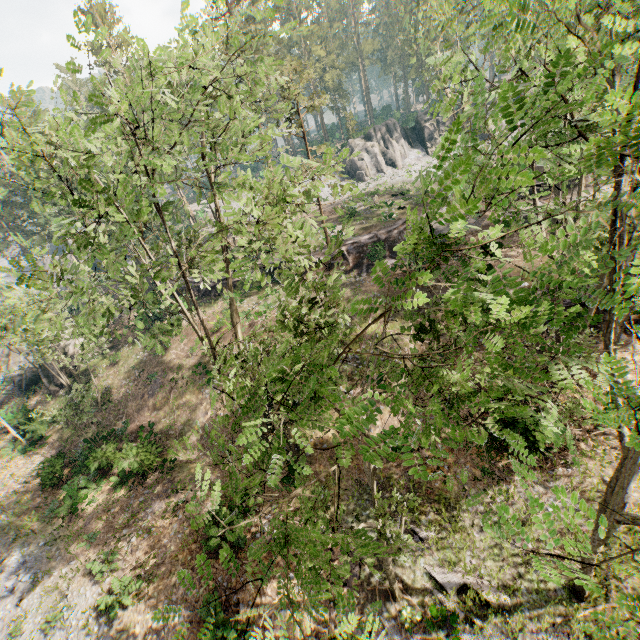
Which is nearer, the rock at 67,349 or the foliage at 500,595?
the foliage at 500,595

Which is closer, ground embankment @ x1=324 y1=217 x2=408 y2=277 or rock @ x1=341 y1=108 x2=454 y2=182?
ground embankment @ x1=324 y1=217 x2=408 y2=277

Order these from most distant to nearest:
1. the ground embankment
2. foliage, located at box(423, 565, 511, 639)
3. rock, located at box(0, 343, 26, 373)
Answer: rock, located at box(0, 343, 26, 373), the ground embankment, foliage, located at box(423, 565, 511, 639)

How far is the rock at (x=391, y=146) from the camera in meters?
46.7

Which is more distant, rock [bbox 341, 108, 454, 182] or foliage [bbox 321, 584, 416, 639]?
rock [bbox 341, 108, 454, 182]

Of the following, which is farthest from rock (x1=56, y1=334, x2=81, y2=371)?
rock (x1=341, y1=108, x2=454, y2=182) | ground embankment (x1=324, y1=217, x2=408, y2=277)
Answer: rock (x1=341, y1=108, x2=454, y2=182)

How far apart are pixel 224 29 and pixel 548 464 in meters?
22.2

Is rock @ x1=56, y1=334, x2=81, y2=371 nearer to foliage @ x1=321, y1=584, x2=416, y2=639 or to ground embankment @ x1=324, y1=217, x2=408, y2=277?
foliage @ x1=321, y1=584, x2=416, y2=639
